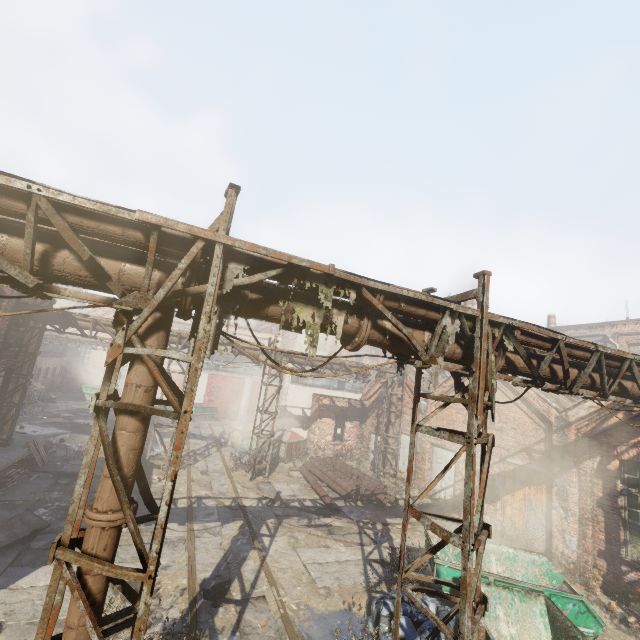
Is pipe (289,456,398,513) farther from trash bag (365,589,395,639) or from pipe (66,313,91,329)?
trash bag (365,589,395,639)

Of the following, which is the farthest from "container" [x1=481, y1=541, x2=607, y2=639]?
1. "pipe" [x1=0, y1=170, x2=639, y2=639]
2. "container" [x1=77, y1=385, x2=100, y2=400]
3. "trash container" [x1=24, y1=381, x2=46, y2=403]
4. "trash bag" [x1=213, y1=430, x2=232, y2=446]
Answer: "container" [x1=77, y1=385, x2=100, y2=400]

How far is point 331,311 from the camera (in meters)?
4.36

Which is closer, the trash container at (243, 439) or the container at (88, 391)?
the trash container at (243, 439)

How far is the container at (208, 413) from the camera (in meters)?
28.12

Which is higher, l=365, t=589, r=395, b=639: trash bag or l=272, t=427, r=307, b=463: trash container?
l=272, t=427, r=307, b=463: trash container

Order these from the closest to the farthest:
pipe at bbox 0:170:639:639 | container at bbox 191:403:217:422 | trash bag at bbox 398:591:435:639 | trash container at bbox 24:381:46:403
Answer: pipe at bbox 0:170:639:639, trash bag at bbox 398:591:435:639, trash container at bbox 24:381:46:403, container at bbox 191:403:217:422

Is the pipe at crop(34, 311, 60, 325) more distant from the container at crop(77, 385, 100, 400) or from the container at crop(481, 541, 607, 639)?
the container at crop(77, 385, 100, 400)
